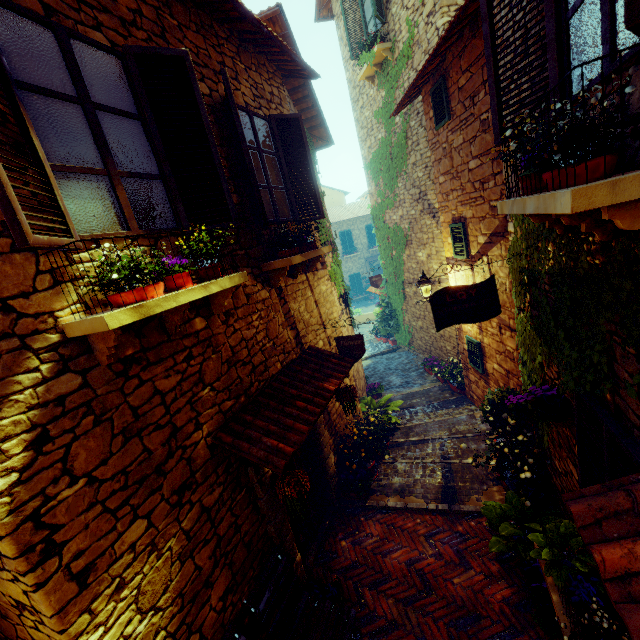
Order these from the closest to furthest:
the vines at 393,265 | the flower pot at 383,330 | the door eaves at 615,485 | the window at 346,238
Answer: the door eaves at 615,485 → the vines at 393,265 → the flower pot at 383,330 → the window at 346,238

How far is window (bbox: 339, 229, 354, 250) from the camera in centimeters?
2714cm

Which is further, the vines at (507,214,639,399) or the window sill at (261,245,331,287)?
the window sill at (261,245,331,287)

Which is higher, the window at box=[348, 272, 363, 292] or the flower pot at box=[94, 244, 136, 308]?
the flower pot at box=[94, 244, 136, 308]

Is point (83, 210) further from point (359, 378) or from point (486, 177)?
point (359, 378)

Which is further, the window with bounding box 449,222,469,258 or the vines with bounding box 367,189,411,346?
the vines with bounding box 367,189,411,346

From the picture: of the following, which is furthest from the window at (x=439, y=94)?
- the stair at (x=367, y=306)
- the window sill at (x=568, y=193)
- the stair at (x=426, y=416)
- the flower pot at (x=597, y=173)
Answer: the stair at (x=367, y=306)

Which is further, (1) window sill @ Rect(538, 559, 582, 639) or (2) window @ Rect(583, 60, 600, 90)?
(1) window sill @ Rect(538, 559, 582, 639)
